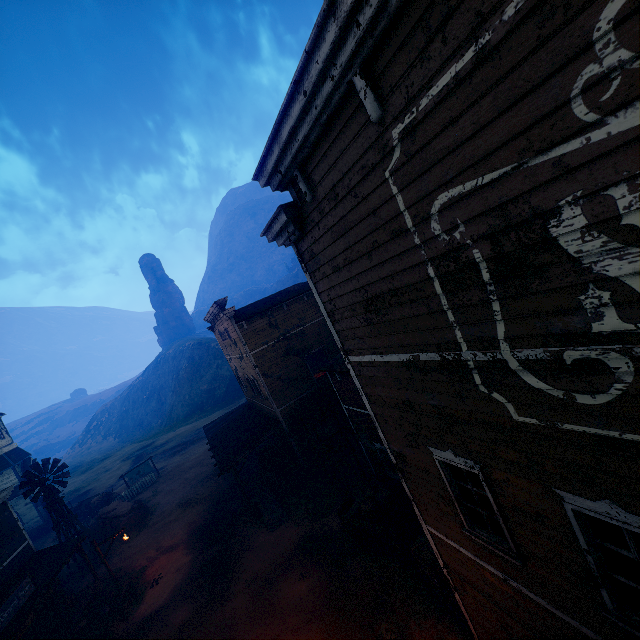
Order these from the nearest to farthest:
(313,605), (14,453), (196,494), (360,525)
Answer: (313,605)
(360,525)
(196,494)
(14,453)

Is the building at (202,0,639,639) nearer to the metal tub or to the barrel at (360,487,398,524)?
the metal tub

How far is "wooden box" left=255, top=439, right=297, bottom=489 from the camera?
19.7m

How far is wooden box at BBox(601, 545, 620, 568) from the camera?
4.7 meters

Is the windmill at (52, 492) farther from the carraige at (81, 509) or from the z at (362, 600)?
the carraige at (81, 509)

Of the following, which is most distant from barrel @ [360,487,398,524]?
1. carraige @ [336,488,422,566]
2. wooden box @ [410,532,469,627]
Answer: wooden box @ [410,532,469,627]

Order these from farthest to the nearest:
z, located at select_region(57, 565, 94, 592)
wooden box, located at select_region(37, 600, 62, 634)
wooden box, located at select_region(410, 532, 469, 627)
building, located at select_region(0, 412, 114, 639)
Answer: z, located at select_region(57, 565, 94, 592)
wooden box, located at select_region(37, 600, 62, 634)
building, located at select_region(0, 412, 114, 639)
wooden box, located at select_region(410, 532, 469, 627)

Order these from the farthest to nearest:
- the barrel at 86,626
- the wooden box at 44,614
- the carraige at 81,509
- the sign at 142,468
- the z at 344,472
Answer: the sign at 142,468
the carraige at 81,509
the z at 344,472
the wooden box at 44,614
the barrel at 86,626
